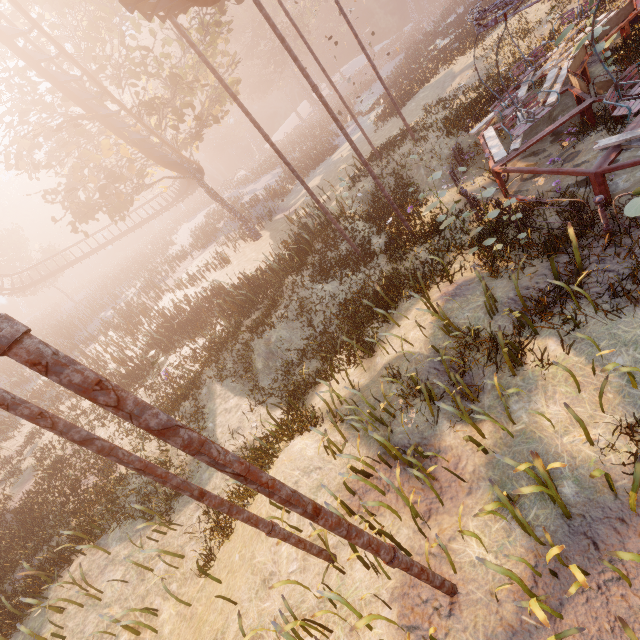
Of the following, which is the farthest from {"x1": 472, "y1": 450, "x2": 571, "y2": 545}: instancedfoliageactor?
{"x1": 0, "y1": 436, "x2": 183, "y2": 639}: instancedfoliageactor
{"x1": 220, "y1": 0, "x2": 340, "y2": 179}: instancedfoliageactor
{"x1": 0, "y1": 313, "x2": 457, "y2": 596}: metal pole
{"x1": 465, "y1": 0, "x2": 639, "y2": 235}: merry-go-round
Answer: {"x1": 220, "y1": 0, "x2": 340, "y2": 179}: instancedfoliageactor

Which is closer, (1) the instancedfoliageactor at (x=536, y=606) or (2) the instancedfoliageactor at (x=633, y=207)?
(1) the instancedfoliageactor at (x=536, y=606)

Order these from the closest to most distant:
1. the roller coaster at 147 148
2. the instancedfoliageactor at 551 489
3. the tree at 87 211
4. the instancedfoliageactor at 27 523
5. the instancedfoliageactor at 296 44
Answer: the instancedfoliageactor at 551 489
the instancedfoliageactor at 27 523
the roller coaster at 147 148
the tree at 87 211
the instancedfoliageactor at 296 44

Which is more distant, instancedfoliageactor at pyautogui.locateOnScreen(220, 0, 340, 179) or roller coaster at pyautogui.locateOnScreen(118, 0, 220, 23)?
instancedfoliageactor at pyautogui.locateOnScreen(220, 0, 340, 179)

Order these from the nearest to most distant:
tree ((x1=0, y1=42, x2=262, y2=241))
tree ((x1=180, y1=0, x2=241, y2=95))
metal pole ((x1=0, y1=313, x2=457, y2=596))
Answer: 1. metal pole ((x1=0, y1=313, x2=457, y2=596))
2. tree ((x1=0, y1=42, x2=262, y2=241))
3. tree ((x1=180, y1=0, x2=241, y2=95))

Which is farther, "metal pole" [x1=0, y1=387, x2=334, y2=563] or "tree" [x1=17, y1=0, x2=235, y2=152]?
"tree" [x1=17, y1=0, x2=235, y2=152]

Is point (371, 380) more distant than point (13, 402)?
Yes

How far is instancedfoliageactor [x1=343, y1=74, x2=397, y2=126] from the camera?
23.7m
